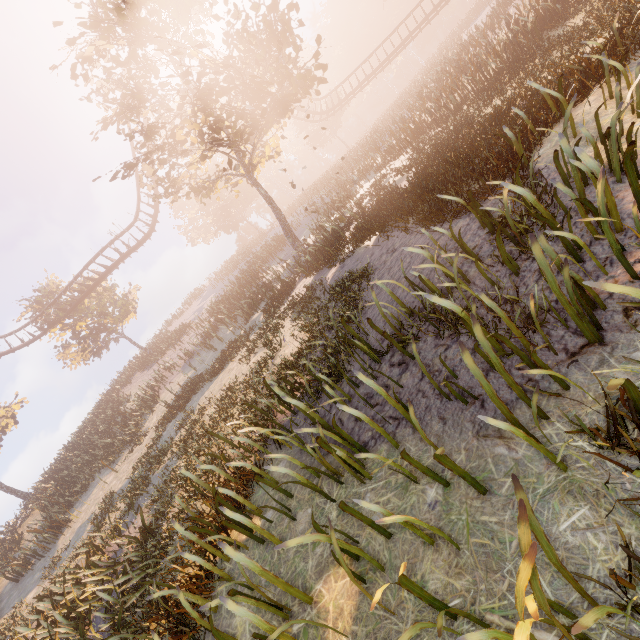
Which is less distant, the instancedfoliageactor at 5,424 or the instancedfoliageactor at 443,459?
the instancedfoliageactor at 443,459

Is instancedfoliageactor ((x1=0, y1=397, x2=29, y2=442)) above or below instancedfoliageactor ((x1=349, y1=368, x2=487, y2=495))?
above

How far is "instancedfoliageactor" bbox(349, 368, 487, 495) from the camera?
2.5 meters

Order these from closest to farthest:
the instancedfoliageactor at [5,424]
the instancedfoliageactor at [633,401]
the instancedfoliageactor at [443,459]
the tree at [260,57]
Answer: the instancedfoliageactor at [633,401] < the instancedfoliageactor at [443,459] < the tree at [260,57] < the instancedfoliageactor at [5,424]

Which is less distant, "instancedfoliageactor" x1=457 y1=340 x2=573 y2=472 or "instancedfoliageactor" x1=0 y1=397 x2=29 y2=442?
"instancedfoliageactor" x1=457 y1=340 x2=573 y2=472

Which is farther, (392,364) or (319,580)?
(392,364)
